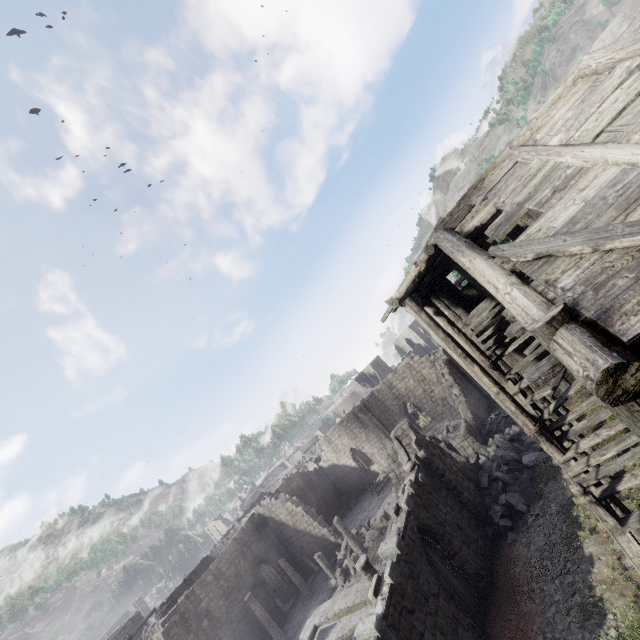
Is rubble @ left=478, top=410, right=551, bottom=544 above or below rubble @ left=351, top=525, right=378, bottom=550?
above

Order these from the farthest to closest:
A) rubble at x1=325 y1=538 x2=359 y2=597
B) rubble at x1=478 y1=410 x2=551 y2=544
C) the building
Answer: rubble at x1=325 y1=538 x2=359 y2=597 → rubble at x1=478 y1=410 x2=551 y2=544 → the building

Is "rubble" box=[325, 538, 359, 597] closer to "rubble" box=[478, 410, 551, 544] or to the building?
the building

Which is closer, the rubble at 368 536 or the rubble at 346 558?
the rubble at 346 558

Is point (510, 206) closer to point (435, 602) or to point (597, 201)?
point (597, 201)

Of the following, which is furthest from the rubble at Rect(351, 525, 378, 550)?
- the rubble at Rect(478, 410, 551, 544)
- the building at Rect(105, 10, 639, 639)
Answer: the rubble at Rect(478, 410, 551, 544)

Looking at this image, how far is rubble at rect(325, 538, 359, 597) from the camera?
21.5m

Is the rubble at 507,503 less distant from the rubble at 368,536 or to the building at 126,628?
the building at 126,628
